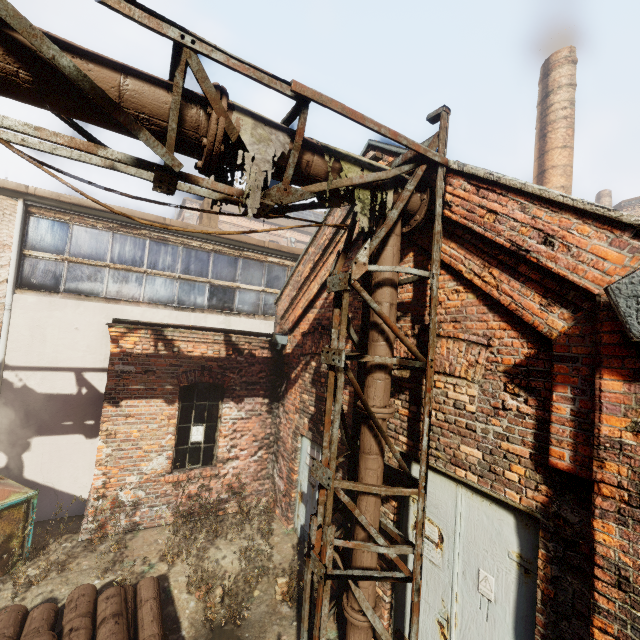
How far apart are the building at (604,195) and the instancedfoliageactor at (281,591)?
29.5m

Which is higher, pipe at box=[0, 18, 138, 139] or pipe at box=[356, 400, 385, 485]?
pipe at box=[0, 18, 138, 139]

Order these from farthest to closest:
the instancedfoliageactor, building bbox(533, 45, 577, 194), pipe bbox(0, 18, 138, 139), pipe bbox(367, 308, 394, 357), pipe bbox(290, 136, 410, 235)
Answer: building bbox(533, 45, 577, 194) → the instancedfoliageactor → pipe bbox(367, 308, 394, 357) → pipe bbox(290, 136, 410, 235) → pipe bbox(0, 18, 138, 139)

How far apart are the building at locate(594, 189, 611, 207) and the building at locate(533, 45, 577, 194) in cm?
1877

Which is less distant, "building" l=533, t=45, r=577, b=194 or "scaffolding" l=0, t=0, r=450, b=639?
"scaffolding" l=0, t=0, r=450, b=639

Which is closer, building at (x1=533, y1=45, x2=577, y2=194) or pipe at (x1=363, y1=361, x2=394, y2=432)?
pipe at (x1=363, y1=361, x2=394, y2=432)

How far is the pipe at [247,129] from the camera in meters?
2.7 m

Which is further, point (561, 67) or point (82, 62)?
point (561, 67)
